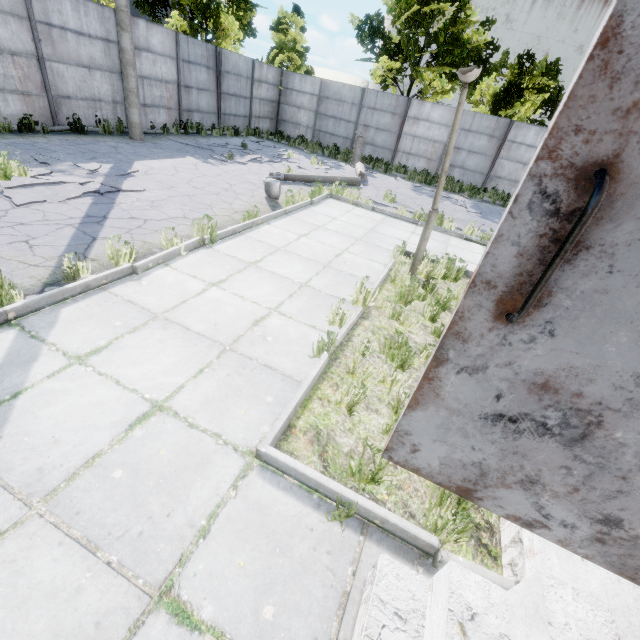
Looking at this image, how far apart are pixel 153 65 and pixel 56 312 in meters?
14.7 m

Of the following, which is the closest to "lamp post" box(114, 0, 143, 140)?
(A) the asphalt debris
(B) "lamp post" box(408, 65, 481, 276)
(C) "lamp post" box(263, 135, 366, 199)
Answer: (A) the asphalt debris

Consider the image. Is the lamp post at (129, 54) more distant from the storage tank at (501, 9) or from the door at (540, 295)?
the storage tank at (501, 9)

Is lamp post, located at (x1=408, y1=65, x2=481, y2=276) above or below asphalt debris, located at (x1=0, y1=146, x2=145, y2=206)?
above

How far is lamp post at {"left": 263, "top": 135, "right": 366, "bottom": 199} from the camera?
8.5 meters

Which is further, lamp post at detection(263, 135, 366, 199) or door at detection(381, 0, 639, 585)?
lamp post at detection(263, 135, 366, 199)

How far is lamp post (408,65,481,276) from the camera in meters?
→ 4.6

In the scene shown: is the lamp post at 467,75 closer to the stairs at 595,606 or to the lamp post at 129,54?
the stairs at 595,606
